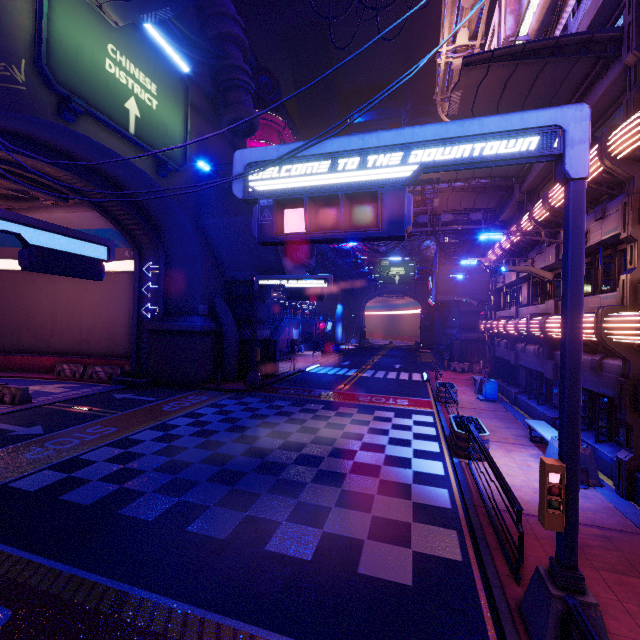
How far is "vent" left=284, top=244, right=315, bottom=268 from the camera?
21.86m

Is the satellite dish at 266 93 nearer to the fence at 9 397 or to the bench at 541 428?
the fence at 9 397

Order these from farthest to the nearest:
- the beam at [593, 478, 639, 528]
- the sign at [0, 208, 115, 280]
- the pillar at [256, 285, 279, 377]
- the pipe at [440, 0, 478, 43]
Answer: the pillar at [256, 285, 279, 377], the pipe at [440, 0, 478, 43], the sign at [0, 208, 115, 280], the beam at [593, 478, 639, 528]

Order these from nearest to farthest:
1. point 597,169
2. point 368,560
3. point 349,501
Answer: point 368,560
point 349,501
point 597,169

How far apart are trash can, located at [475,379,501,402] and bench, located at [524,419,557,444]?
6.10m

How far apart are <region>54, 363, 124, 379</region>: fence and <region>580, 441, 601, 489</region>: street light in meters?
22.8

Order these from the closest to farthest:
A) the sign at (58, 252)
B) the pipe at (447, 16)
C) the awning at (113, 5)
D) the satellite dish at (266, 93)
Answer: the sign at (58, 252), the awning at (113, 5), the pipe at (447, 16), the satellite dish at (266, 93)
